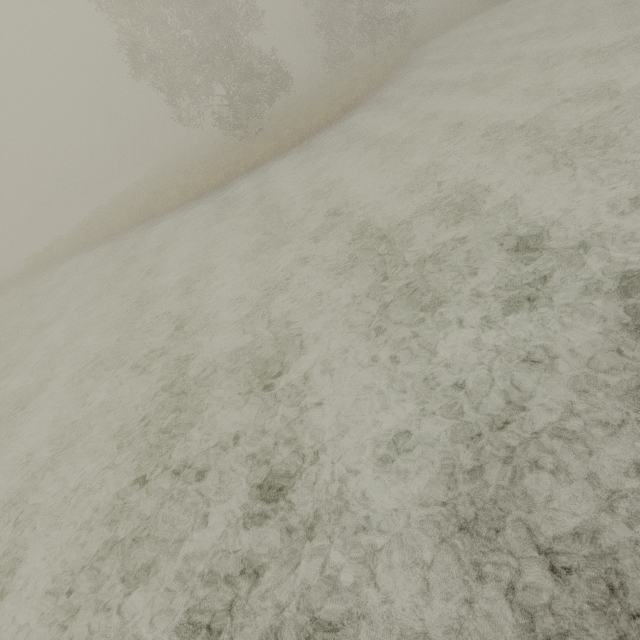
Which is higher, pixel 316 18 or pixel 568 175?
pixel 316 18
